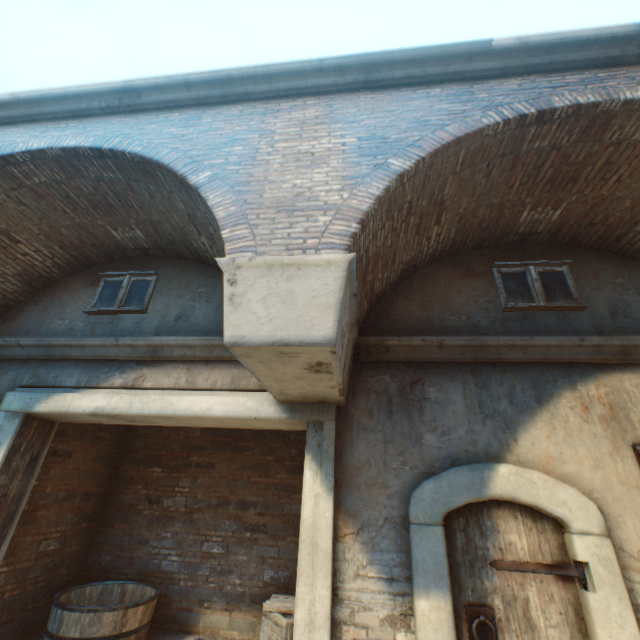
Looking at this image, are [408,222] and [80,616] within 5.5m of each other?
no

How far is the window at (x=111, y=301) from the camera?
Answer: 5.0 meters

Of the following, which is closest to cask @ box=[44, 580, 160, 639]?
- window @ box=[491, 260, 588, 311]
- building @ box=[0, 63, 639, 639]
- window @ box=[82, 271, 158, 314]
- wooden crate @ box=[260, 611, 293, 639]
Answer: wooden crate @ box=[260, 611, 293, 639]

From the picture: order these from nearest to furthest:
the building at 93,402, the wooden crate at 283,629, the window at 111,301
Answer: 1. the building at 93,402
2. the wooden crate at 283,629
3. the window at 111,301

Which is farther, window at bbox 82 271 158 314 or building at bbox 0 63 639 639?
window at bbox 82 271 158 314

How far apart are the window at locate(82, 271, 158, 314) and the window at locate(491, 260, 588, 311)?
5.16m

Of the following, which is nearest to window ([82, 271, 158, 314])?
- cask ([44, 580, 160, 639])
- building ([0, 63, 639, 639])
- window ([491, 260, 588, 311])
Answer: cask ([44, 580, 160, 639])

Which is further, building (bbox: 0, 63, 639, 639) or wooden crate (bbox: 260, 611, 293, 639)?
wooden crate (bbox: 260, 611, 293, 639)
